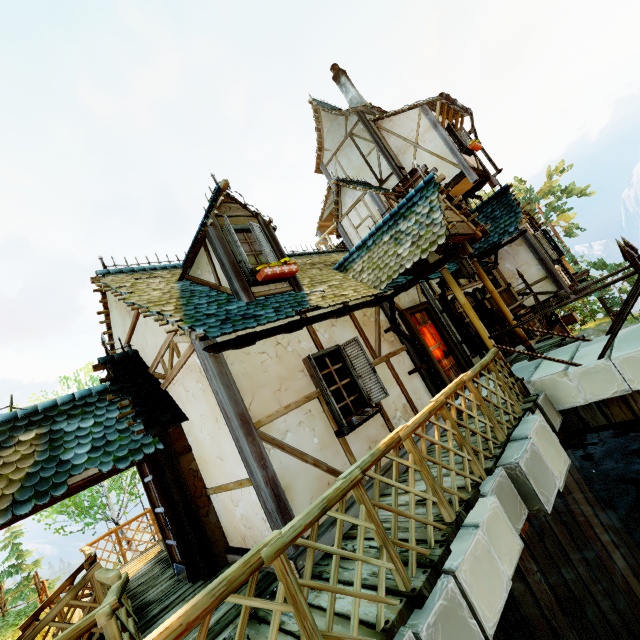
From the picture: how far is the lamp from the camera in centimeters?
577cm

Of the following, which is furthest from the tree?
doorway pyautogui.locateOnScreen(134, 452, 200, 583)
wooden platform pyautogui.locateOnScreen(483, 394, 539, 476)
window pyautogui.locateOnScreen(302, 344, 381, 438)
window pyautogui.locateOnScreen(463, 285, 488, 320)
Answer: window pyautogui.locateOnScreen(463, 285, 488, 320)

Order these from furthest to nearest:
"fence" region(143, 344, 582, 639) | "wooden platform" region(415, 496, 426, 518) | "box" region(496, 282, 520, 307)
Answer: "box" region(496, 282, 520, 307) → "wooden platform" region(415, 496, 426, 518) → "fence" region(143, 344, 582, 639)

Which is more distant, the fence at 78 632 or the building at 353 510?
the building at 353 510

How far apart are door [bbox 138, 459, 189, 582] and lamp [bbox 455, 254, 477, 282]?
6.6 meters

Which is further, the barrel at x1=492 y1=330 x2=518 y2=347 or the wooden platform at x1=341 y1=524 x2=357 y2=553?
the barrel at x1=492 y1=330 x2=518 y2=347

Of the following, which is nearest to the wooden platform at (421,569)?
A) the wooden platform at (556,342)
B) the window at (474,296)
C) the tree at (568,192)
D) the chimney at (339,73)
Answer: the wooden platform at (556,342)

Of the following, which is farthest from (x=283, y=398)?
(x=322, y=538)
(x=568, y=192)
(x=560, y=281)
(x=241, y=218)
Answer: (x=568, y=192)
